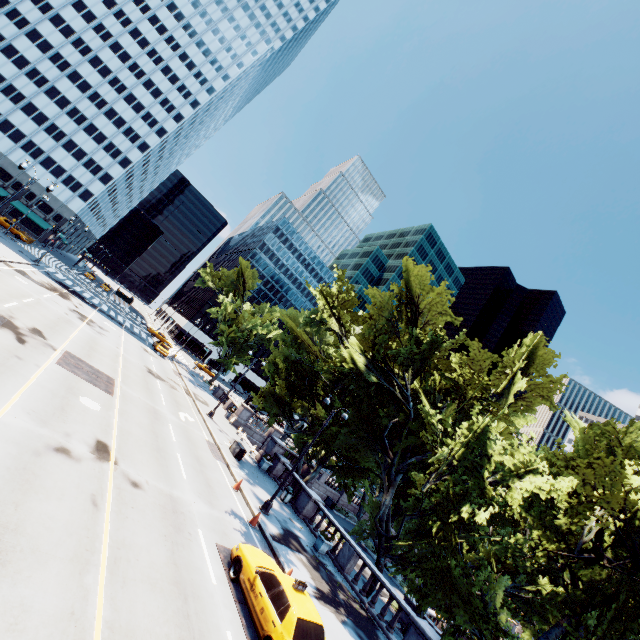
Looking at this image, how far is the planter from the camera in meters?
18.4

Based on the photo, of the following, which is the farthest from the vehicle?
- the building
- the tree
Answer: the building

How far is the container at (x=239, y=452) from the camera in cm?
2408

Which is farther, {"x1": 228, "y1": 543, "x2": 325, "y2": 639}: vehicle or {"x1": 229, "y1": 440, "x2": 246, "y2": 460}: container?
{"x1": 229, "y1": 440, "x2": 246, "y2": 460}: container

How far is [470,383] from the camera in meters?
17.1 m

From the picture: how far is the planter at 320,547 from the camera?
18.4 meters

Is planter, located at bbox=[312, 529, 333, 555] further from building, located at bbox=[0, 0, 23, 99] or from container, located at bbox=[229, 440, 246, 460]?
building, located at bbox=[0, 0, 23, 99]

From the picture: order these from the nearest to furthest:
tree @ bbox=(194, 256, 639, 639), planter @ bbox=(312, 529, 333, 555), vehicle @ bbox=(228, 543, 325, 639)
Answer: vehicle @ bbox=(228, 543, 325, 639), tree @ bbox=(194, 256, 639, 639), planter @ bbox=(312, 529, 333, 555)
